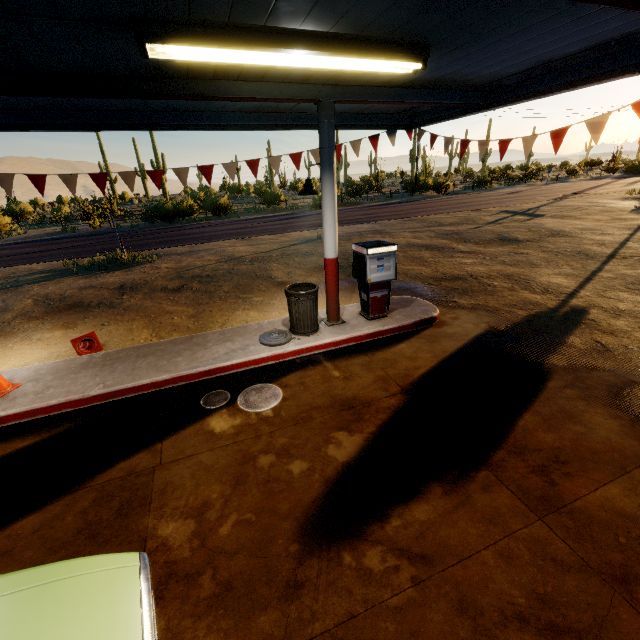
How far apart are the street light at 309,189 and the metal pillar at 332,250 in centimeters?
0cm

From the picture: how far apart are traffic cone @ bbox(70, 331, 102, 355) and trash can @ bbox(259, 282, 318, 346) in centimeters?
322cm

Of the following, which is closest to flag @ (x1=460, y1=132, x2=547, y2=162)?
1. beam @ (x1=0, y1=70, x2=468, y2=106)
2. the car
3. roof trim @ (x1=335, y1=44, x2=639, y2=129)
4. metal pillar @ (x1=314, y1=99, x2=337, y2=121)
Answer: roof trim @ (x1=335, y1=44, x2=639, y2=129)

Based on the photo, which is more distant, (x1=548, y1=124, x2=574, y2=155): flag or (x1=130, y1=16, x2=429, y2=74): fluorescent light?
(x1=548, y1=124, x2=574, y2=155): flag

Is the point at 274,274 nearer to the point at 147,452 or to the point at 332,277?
the point at 332,277

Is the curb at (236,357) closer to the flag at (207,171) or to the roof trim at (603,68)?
the flag at (207,171)

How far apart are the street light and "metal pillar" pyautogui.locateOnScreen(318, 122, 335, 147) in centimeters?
0cm

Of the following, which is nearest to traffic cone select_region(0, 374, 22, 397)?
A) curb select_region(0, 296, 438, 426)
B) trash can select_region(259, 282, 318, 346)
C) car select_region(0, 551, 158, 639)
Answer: curb select_region(0, 296, 438, 426)
